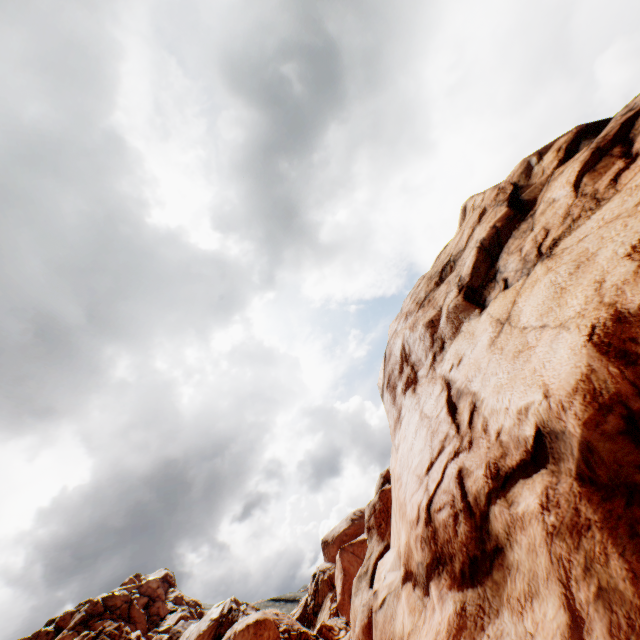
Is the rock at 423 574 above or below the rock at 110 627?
below

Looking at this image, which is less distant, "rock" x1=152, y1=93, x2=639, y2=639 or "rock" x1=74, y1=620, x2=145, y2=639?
"rock" x1=152, y1=93, x2=639, y2=639

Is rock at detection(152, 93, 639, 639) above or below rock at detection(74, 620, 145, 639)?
below

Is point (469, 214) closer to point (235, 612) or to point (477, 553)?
point (477, 553)

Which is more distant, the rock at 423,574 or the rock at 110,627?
the rock at 110,627
